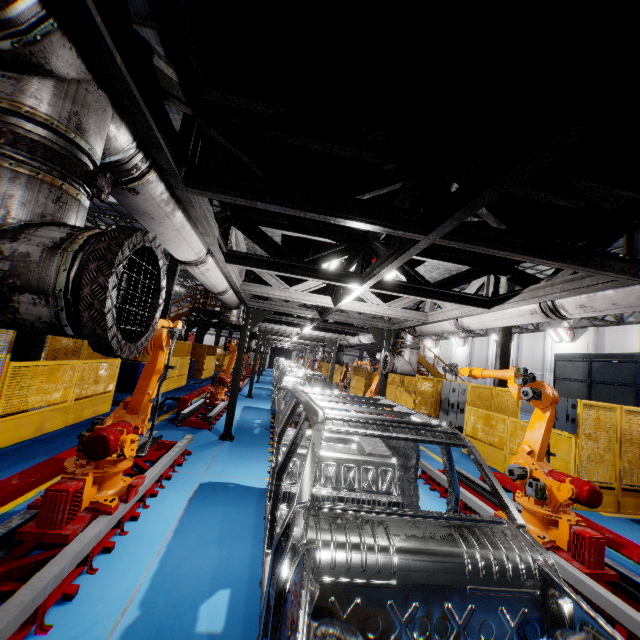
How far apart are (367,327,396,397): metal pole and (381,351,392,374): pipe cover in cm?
22

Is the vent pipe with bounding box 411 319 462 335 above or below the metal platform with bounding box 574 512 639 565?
above

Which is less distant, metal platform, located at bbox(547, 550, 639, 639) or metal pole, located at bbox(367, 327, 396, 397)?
metal platform, located at bbox(547, 550, 639, 639)

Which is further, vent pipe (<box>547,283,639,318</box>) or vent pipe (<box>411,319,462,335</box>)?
vent pipe (<box>411,319,462,335</box>)

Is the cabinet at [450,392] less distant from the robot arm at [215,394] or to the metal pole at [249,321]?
the robot arm at [215,394]

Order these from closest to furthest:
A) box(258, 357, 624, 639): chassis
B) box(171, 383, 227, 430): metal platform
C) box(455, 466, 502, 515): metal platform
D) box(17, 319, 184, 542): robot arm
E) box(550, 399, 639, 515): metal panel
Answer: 1. box(258, 357, 624, 639): chassis
2. box(17, 319, 184, 542): robot arm
3. box(455, 466, 502, 515): metal platform
4. box(550, 399, 639, 515): metal panel
5. box(171, 383, 227, 430): metal platform

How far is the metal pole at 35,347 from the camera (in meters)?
7.09

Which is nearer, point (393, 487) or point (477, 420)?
point (393, 487)
